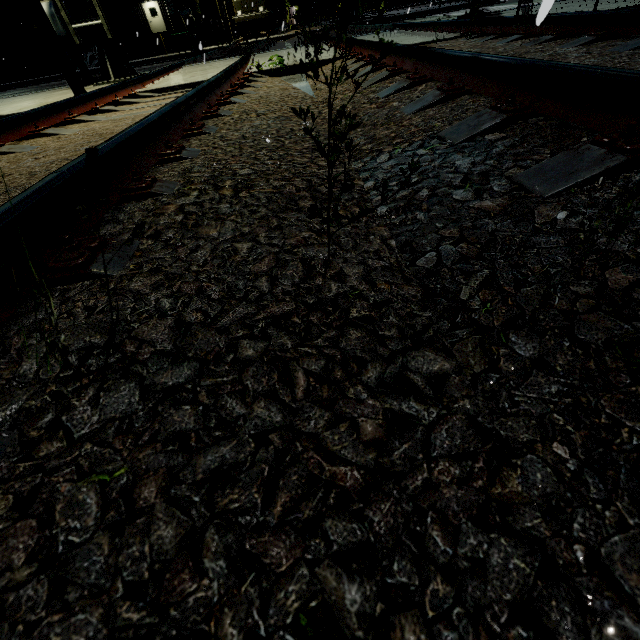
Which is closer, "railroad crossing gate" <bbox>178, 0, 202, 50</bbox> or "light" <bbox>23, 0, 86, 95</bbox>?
"light" <bbox>23, 0, 86, 95</bbox>

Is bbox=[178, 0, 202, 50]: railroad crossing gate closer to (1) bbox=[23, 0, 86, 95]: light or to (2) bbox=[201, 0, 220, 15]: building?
(2) bbox=[201, 0, 220, 15]: building

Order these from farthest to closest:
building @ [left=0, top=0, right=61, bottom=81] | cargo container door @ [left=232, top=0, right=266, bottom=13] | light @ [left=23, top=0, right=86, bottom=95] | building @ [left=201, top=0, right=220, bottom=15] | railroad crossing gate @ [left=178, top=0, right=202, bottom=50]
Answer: building @ [left=201, top=0, right=220, bottom=15]
cargo container door @ [left=232, top=0, right=266, bottom=13]
building @ [left=0, top=0, right=61, bottom=81]
railroad crossing gate @ [left=178, top=0, right=202, bottom=50]
light @ [left=23, top=0, right=86, bottom=95]

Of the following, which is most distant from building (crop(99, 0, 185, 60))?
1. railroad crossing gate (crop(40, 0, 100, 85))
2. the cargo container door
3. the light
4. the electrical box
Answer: the light

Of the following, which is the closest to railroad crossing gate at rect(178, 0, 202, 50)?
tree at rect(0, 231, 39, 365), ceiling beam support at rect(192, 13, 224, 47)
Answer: ceiling beam support at rect(192, 13, 224, 47)

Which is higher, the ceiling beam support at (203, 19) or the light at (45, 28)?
the ceiling beam support at (203, 19)

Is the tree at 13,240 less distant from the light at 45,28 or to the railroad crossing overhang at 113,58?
the light at 45,28

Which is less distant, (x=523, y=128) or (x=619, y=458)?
(x=619, y=458)
